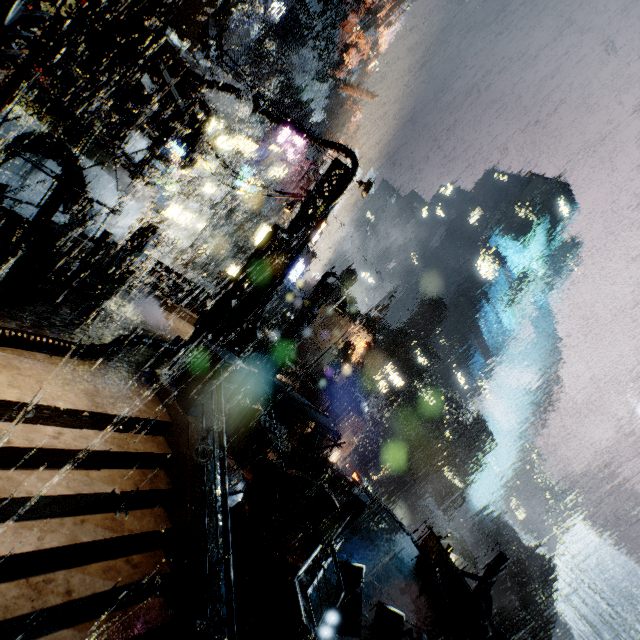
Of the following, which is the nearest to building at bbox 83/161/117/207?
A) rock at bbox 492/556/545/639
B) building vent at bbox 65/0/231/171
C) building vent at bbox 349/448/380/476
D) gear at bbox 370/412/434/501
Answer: building vent at bbox 65/0/231/171

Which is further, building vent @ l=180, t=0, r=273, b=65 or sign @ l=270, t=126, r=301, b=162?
sign @ l=270, t=126, r=301, b=162

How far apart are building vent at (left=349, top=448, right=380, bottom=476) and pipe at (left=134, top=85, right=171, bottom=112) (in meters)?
46.85

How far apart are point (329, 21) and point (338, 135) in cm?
1999

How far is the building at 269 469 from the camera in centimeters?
1895cm

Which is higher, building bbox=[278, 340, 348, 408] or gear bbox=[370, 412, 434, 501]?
building bbox=[278, 340, 348, 408]

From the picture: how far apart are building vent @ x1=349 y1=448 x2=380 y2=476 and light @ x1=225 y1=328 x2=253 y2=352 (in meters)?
44.98

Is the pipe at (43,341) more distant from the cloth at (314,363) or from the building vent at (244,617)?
the cloth at (314,363)
